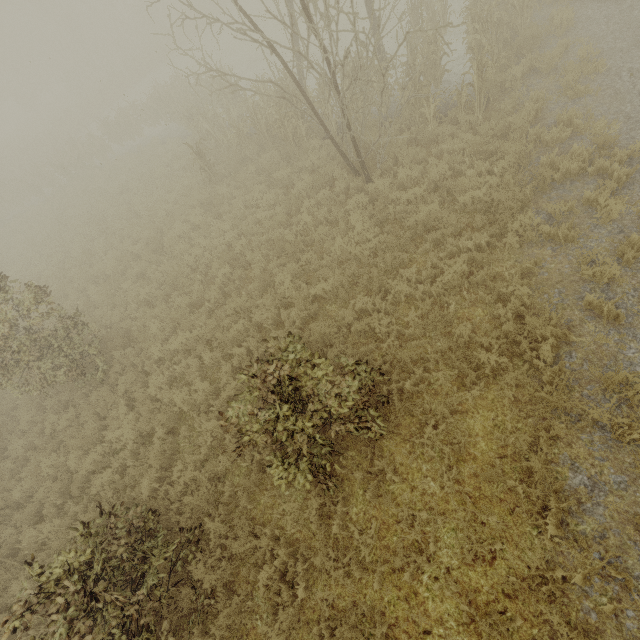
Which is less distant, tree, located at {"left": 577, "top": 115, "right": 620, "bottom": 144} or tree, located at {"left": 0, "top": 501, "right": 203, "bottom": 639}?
tree, located at {"left": 0, "top": 501, "right": 203, "bottom": 639}

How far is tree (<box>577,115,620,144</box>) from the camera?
6.56m

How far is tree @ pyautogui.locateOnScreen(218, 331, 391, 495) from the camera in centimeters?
441cm

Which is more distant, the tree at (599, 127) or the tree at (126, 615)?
the tree at (599, 127)

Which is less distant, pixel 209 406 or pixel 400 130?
pixel 209 406

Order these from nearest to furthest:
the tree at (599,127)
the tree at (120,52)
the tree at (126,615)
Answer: the tree at (126,615) < the tree at (599,127) < the tree at (120,52)

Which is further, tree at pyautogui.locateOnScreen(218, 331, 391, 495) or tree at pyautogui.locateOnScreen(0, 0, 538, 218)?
tree at pyautogui.locateOnScreen(0, 0, 538, 218)

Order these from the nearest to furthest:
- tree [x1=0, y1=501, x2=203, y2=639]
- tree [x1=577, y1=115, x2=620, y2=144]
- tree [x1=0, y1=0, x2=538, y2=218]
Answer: tree [x1=0, y1=501, x2=203, y2=639]
tree [x1=577, y1=115, x2=620, y2=144]
tree [x1=0, y1=0, x2=538, y2=218]
